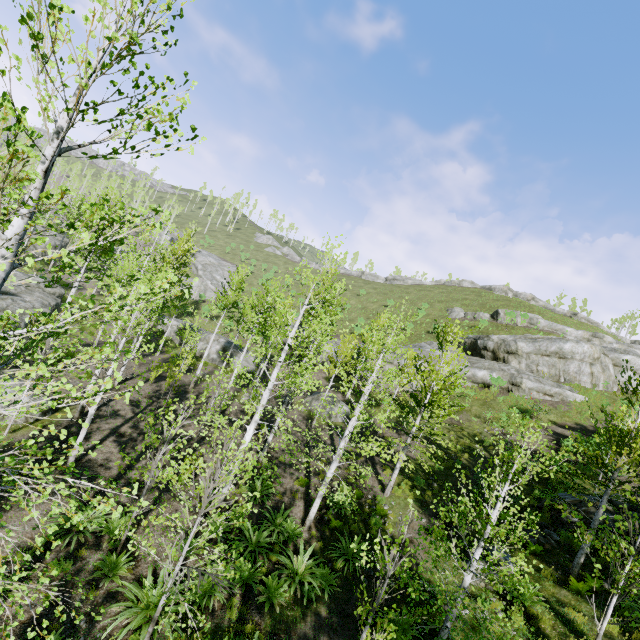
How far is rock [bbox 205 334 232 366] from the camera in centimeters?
2966cm

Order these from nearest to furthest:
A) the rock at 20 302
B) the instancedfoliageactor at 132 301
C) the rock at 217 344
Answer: the instancedfoliageactor at 132 301
the rock at 20 302
the rock at 217 344

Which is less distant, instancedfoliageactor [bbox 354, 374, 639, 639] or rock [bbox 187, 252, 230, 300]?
instancedfoliageactor [bbox 354, 374, 639, 639]

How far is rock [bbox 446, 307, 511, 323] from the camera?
41.2 meters

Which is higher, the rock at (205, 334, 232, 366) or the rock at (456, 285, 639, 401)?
the rock at (456, 285, 639, 401)

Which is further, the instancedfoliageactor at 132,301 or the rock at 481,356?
the rock at 481,356

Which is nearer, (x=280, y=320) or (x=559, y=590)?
(x=559, y=590)

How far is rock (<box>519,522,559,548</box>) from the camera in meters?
11.5 m
